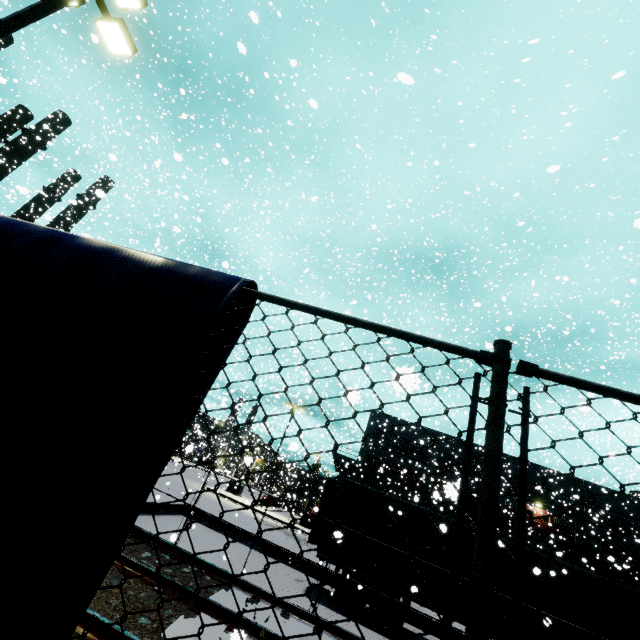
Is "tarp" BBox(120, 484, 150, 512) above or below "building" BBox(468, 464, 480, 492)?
below

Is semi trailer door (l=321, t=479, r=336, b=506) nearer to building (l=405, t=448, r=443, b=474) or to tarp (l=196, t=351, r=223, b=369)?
tarp (l=196, t=351, r=223, b=369)

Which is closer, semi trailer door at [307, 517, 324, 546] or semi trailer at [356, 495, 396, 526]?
semi trailer at [356, 495, 396, 526]

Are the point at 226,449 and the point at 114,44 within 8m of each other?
no

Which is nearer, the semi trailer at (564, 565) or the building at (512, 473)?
the semi trailer at (564, 565)

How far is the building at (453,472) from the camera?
2.3 meters

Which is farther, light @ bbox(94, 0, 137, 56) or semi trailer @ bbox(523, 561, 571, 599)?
semi trailer @ bbox(523, 561, 571, 599)

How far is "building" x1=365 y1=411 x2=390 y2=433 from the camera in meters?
41.2 m
